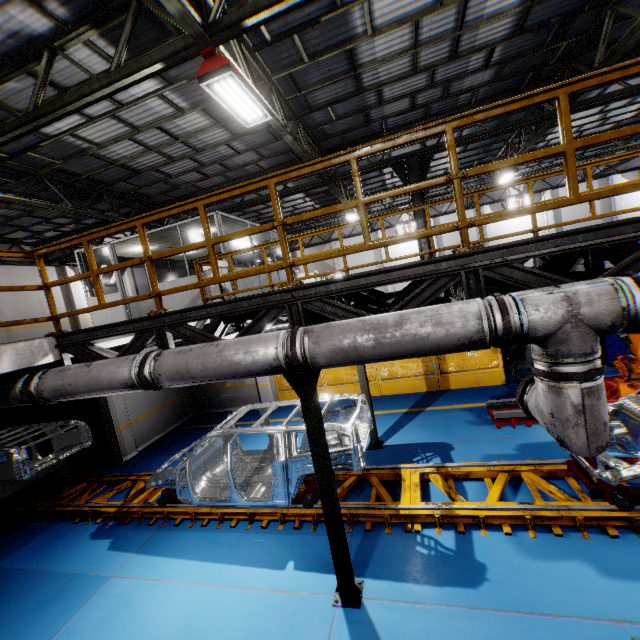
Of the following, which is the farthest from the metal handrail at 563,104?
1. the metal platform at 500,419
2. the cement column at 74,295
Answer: the cement column at 74,295

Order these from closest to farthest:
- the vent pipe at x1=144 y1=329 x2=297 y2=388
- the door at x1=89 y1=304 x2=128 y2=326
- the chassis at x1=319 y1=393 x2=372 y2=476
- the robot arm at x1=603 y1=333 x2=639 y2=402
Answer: the vent pipe at x1=144 y1=329 x2=297 y2=388 < the chassis at x1=319 y1=393 x2=372 y2=476 < the robot arm at x1=603 y1=333 x2=639 y2=402 < the door at x1=89 y1=304 x2=128 y2=326

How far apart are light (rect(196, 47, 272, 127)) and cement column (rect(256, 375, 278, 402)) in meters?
6.5

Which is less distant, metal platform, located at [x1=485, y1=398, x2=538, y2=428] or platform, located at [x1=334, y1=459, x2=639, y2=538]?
platform, located at [x1=334, y1=459, x2=639, y2=538]

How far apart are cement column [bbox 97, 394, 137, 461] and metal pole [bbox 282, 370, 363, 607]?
8.41m

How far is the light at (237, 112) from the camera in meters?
4.9

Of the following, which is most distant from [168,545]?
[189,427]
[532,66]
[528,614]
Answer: [532,66]

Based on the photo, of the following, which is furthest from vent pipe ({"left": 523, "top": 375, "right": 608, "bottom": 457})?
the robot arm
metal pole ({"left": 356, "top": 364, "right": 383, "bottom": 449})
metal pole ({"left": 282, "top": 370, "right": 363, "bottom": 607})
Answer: metal pole ({"left": 356, "top": 364, "right": 383, "bottom": 449})
